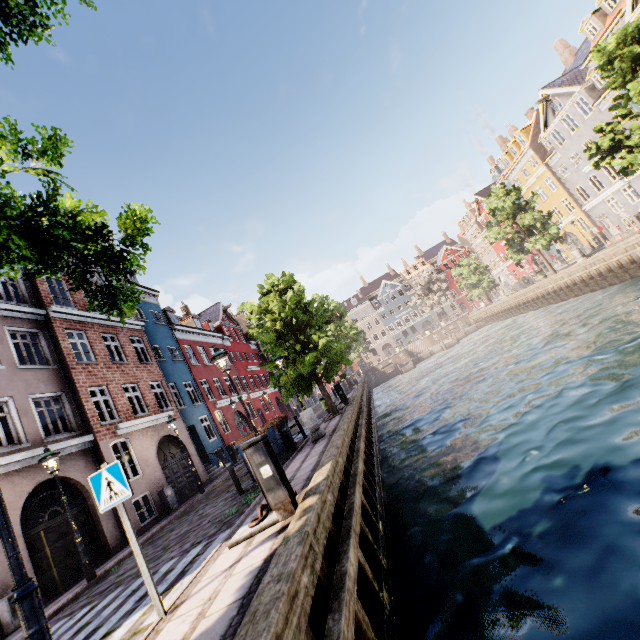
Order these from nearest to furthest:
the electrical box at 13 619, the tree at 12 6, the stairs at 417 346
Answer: the tree at 12 6
the electrical box at 13 619
the stairs at 417 346

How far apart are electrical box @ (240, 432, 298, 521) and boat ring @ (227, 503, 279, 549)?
0.0 meters

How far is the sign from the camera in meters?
4.1 m

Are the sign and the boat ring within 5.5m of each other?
yes

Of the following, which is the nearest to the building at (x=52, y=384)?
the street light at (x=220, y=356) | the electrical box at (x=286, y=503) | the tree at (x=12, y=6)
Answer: the street light at (x=220, y=356)

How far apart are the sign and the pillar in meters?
7.5

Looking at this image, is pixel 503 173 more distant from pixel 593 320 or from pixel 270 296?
pixel 270 296

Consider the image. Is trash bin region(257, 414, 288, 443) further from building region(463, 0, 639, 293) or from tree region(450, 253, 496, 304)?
building region(463, 0, 639, 293)
